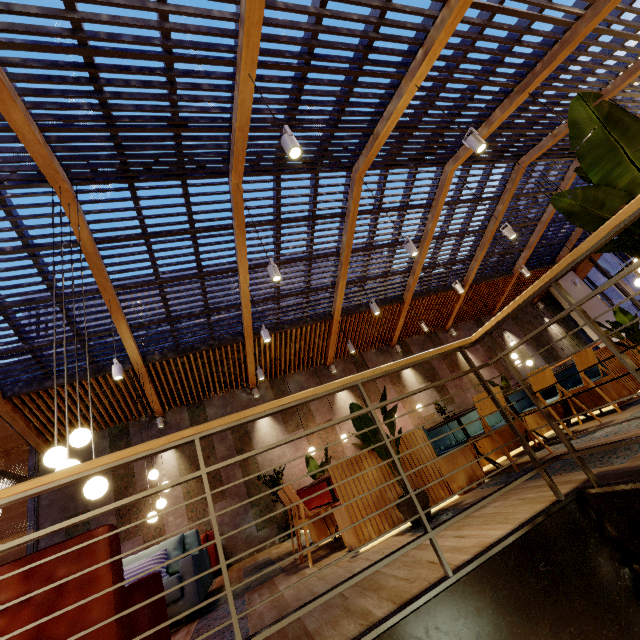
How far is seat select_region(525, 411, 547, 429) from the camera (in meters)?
5.02

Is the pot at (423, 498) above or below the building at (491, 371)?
below

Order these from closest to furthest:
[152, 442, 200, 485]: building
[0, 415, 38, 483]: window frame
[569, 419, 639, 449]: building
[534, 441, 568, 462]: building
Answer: [569, 419, 639, 449]: building, [534, 441, 568, 462]: building, [0, 415, 38, 483]: window frame, [152, 442, 200, 485]: building

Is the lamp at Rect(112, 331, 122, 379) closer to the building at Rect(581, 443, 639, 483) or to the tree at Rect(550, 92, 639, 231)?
the building at Rect(581, 443, 639, 483)

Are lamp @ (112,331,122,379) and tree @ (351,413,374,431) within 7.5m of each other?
yes

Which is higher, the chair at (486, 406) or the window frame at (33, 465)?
the window frame at (33, 465)

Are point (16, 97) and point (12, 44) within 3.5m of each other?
yes

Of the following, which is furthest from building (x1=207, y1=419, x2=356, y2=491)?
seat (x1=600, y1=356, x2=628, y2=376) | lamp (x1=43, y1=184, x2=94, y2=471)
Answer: lamp (x1=43, y1=184, x2=94, y2=471)
